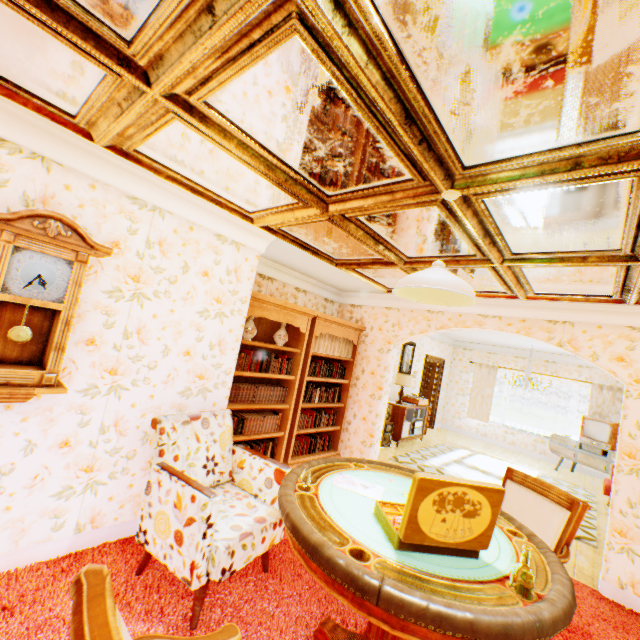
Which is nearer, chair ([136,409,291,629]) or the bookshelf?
chair ([136,409,291,629])

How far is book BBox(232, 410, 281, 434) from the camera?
4.19m

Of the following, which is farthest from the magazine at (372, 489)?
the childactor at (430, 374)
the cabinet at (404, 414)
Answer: the childactor at (430, 374)

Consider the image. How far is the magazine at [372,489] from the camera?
2.1m

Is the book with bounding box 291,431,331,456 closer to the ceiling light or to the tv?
the ceiling light

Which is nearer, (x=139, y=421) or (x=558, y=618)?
(x=558, y=618)

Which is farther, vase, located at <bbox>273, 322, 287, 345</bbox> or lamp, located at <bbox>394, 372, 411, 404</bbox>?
lamp, located at <bbox>394, 372, 411, 404</bbox>

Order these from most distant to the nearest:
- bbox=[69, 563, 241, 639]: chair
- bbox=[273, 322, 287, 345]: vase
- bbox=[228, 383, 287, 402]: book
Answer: bbox=[273, 322, 287, 345]: vase
bbox=[228, 383, 287, 402]: book
bbox=[69, 563, 241, 639]: chair
